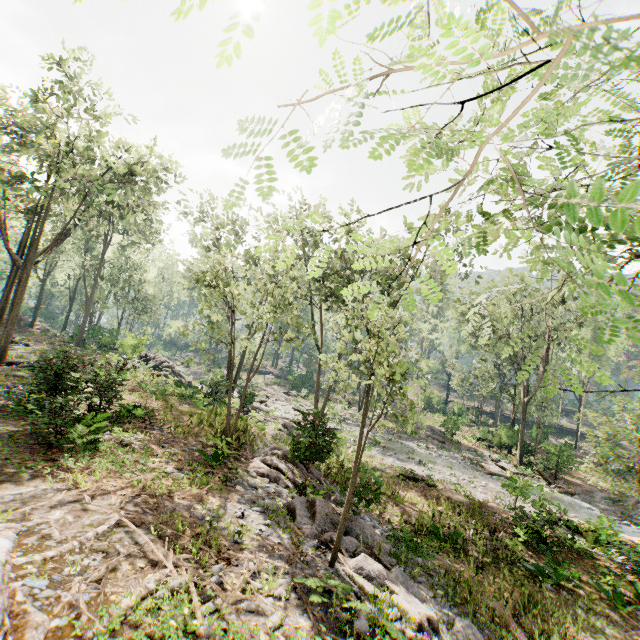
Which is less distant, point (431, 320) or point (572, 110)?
point (572, 110)

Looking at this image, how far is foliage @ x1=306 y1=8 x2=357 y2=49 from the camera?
0.5m

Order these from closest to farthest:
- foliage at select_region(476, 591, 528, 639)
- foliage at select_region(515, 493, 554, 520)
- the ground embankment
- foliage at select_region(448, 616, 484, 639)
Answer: the ground embankment → foliage at select_region(448, 616, 484, 639) → foliage at select_region(476, 591, 528, 639) → foliage at select_region(515, 493, 554, 520)

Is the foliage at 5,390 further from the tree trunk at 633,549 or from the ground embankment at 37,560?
the ground embankment at 37,560

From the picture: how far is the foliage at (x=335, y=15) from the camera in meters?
0.5 m

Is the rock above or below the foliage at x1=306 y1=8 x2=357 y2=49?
below

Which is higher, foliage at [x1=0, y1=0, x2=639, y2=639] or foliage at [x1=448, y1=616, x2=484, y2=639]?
foliage at [x1=0, y1=0, x2=639, y2=639]
